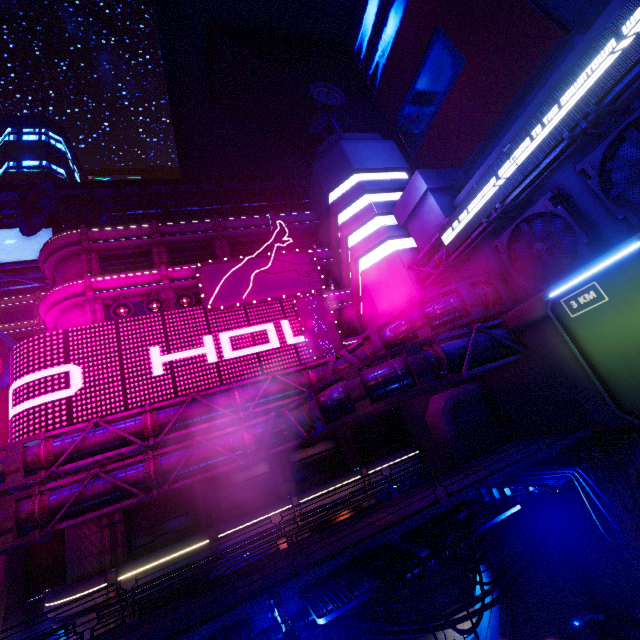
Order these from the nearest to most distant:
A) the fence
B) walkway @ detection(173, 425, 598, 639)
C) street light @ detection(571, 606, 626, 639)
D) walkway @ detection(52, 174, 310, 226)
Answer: the fence < walkway @ detection(173, 425, 598, 639) < street light @ detection(571, 606, 626, 639) < walkway @ detection(52, 174, 310, 226)

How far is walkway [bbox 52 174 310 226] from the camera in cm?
3341

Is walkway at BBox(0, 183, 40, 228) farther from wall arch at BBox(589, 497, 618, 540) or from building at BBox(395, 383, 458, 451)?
wall arch at BBox(589, 497, 618, 540)

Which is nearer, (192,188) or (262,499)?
(262,499)

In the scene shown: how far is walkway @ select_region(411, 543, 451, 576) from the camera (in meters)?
10.59

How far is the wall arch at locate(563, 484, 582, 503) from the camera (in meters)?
15.09

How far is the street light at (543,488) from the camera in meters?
8.7 m

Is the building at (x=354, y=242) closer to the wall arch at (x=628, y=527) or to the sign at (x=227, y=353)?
the wall arch at (x=628, y=527)
